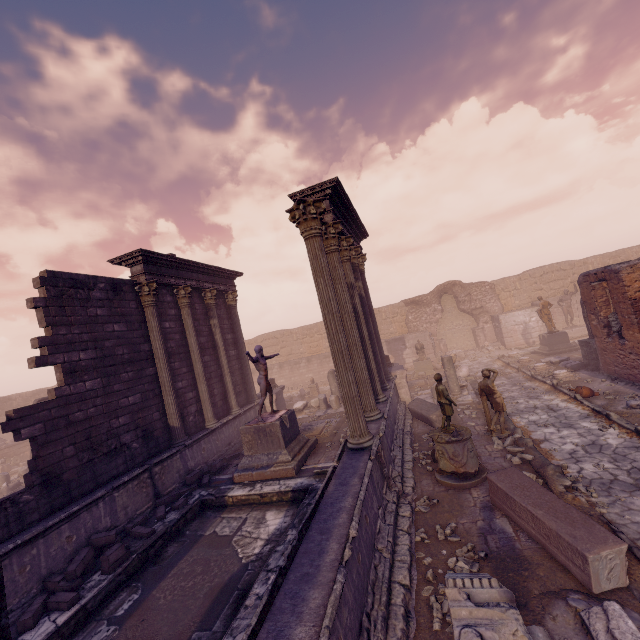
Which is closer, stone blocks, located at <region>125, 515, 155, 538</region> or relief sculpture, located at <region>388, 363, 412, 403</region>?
stone blocks, located at <region>125, 515, 155, 538</region>

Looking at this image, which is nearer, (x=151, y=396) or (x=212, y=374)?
(x=151, y=396)

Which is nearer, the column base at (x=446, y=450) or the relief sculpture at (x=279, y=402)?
the column base at (x=446, y=450)

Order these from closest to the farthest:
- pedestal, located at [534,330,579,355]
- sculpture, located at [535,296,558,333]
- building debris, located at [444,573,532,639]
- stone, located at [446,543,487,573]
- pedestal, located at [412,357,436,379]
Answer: building debris, located at [444,573,532,639] → stone, located at [446,543,487,573] → pedestal, located at [534,330,579,355] → sculpture, located at [535,296,558,333] → pedestal, located at [412,357,436,379]

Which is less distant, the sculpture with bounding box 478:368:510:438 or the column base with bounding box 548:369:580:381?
the sculpture with bounding box 478:368:510:438

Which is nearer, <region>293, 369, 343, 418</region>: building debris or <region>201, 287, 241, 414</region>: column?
<region>201, 287, 241, 414</region>: column

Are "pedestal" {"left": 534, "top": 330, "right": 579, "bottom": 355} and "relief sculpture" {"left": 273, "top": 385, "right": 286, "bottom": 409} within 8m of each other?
no

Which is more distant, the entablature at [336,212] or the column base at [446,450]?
the entablature at [336,212]
